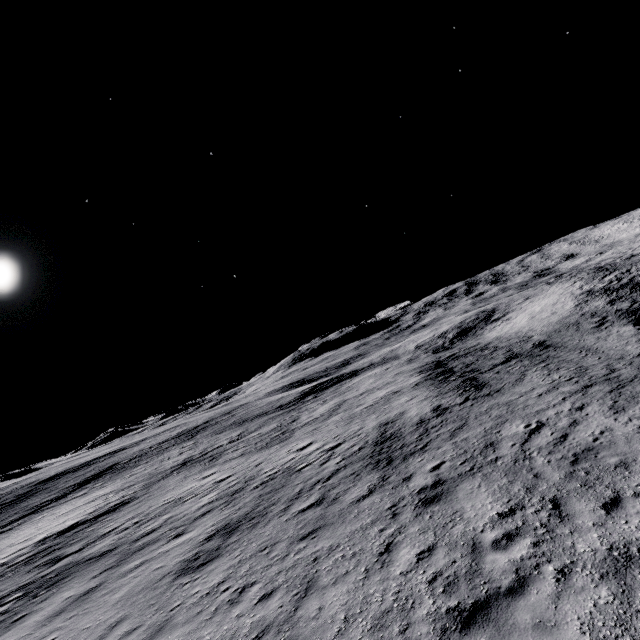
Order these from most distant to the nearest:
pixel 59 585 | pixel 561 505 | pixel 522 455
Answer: pixel 59 585
pixel 522 455
pixel 561 505
